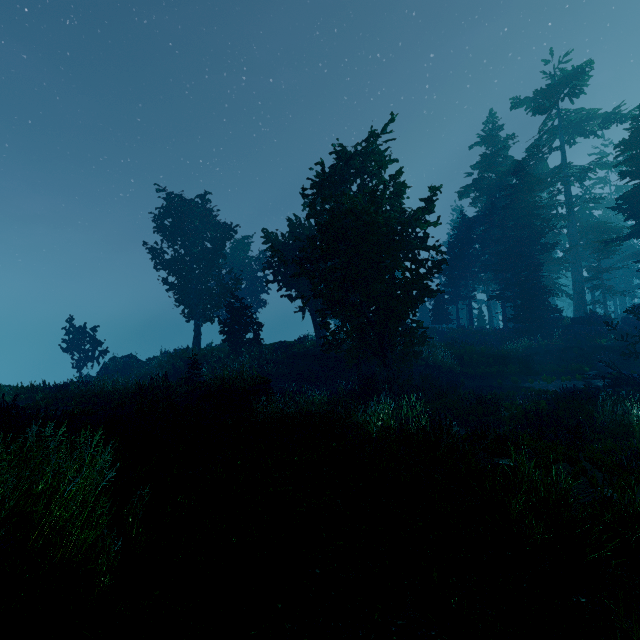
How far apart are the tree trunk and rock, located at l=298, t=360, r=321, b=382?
13.16m

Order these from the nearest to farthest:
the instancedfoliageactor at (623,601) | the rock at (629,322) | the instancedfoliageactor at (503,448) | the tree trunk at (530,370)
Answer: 1. the instancedfoliageactor at (623,601)
2. the instancedfoliageactor at (503,448)
3. the tree trunk at (530,370)
4. the rock at (629,322)

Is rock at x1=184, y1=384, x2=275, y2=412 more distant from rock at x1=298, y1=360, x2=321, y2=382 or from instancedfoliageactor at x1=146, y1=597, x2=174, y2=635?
rock at x1=298, y1=360, x2=321, y2=382

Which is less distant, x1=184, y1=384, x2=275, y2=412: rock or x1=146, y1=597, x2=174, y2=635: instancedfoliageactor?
x1=146, y1=597, x2=174, y2=635: instancedfoliageactor

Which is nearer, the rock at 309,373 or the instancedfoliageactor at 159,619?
the instancedfoliageactor at 159,619

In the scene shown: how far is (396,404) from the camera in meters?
13.1 m

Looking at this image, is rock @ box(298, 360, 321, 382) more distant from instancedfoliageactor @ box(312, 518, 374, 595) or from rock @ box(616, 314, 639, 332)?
rock @ box(616, 314, 639, 332)

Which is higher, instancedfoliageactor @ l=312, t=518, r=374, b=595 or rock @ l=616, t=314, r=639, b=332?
rock @ l=616, t=314, r=639, b=332
